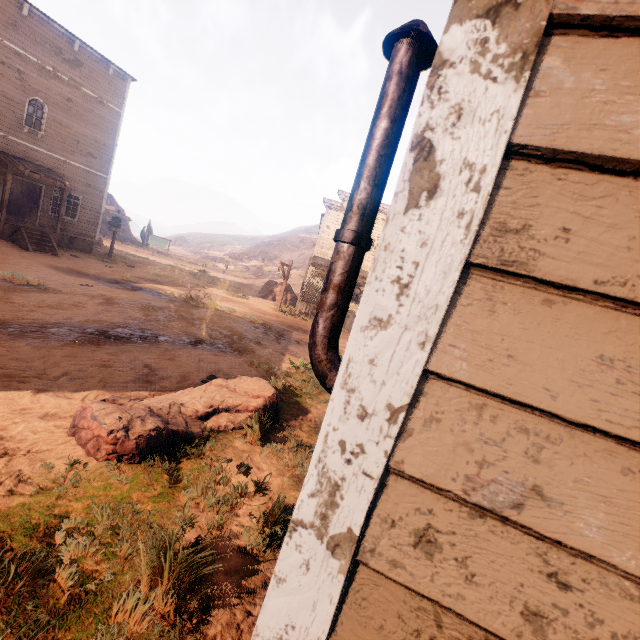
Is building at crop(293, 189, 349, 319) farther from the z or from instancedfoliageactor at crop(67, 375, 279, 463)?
instancedfoliageactor at crop(67, 375, 279, 463)

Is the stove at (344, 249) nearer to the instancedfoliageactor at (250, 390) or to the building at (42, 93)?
the building at (42, 93)

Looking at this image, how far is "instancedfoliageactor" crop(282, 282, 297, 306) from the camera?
25.80m

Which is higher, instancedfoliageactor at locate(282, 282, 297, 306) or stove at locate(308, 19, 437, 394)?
stove at locate(308, 19, 437, 394)

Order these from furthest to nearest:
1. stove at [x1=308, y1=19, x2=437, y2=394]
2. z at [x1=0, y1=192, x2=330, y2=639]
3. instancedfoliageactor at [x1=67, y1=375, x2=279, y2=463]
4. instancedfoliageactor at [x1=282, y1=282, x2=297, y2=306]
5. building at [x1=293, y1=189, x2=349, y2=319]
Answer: instancedfoliageactor at [x1=282, y1=282, x2=297, y2=306] → building at [x1=293, y1=189, x2=349, y2=319] → instancedfoliageactor at [x1=67, y1=375, x2=279, y2=463] → z at [x1=0, y1=192, x2=330, y2=639] → stove at [x1=308, y1=19, x2=437, y2=394]

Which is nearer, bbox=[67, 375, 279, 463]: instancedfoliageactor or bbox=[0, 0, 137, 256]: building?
bbox=[67, 375, 279, 463]: instancedfoliageactor

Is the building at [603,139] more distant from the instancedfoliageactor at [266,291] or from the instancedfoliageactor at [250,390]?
the instancedfoliageactor at [250,390]

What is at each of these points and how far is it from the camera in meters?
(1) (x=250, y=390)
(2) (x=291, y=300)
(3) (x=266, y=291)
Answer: (1) instancedfoliageactor, 5.7 m
(2) instancedfoliageactor, 26.2 m
(3) instancedfoliageactor, 26.6 m
